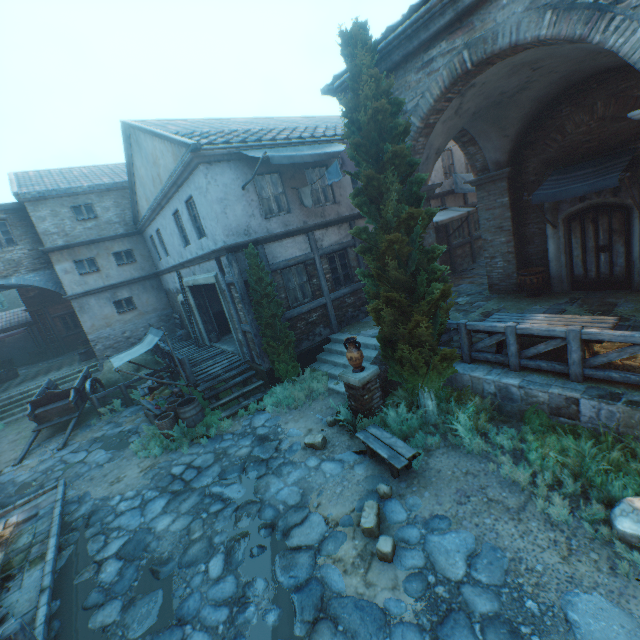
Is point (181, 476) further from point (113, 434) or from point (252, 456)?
point (113, 434)

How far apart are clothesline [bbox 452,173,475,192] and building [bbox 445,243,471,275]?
2.6m

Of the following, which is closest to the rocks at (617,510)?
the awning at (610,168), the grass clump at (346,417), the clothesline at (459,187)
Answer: the grass clump at (346,417)

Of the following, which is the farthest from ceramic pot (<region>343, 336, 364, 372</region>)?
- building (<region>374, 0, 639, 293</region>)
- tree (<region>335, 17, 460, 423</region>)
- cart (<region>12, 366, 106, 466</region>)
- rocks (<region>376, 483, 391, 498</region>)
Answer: cart (<region>12, 366, 106, 466</region>)

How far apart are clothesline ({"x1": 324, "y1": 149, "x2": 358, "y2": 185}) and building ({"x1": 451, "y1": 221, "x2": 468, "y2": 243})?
8.50m

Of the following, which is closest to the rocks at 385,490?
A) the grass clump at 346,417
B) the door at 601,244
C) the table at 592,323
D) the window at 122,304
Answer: the grass clump at 346,417

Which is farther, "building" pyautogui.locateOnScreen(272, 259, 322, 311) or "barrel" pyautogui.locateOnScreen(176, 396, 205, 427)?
"building" pyautogui.locateOnScreen(272, 259, 322, 311)

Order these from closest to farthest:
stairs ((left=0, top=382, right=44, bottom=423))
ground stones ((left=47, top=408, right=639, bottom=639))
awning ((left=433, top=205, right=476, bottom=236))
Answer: ground stones ((left=47, top=408, right=639, bottom=639)), awning ((left=433, top=205, right=476, bottom=236)), stairs ((left=0, top=382, right=44, bottom=423))
